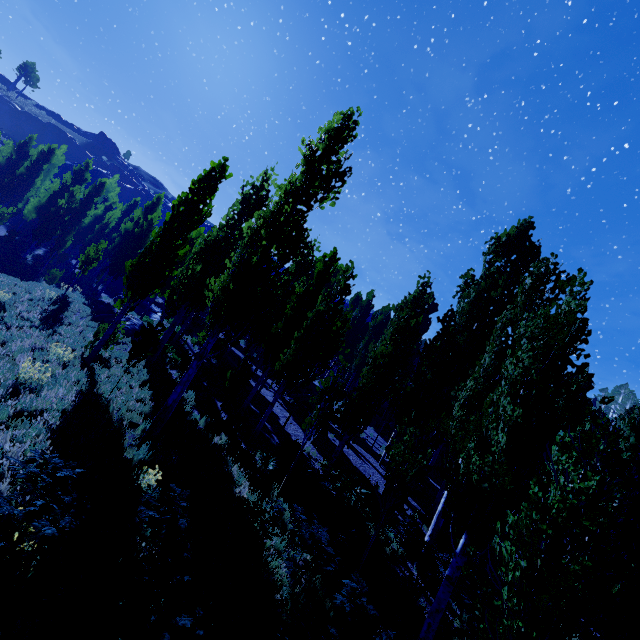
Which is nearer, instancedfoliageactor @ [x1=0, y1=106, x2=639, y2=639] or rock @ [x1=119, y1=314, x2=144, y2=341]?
instancedfoliageactor @ [x1=0, y1=106, x2=639, y2=639]

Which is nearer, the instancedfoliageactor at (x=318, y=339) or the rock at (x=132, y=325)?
the instancedfoliageactor at (x=318, y=339)

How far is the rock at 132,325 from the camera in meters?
18.4 m

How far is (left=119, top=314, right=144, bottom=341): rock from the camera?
18.41m

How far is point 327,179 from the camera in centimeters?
1014cm
